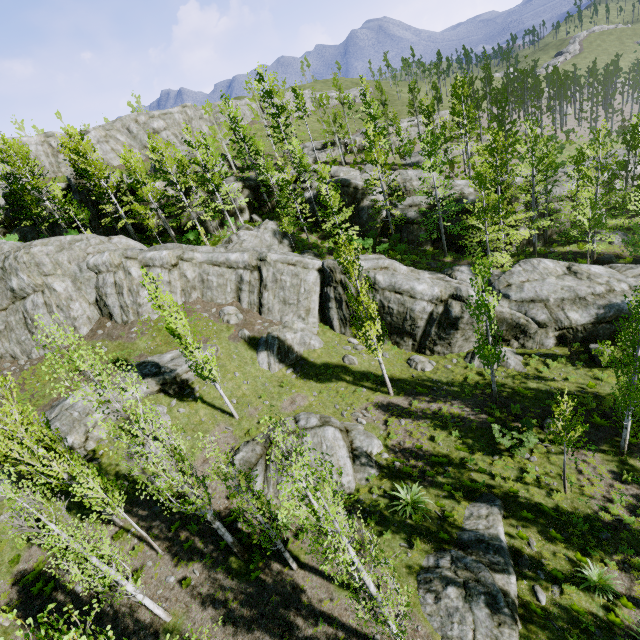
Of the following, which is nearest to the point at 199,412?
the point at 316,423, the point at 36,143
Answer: the point at 316,423

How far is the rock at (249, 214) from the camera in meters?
35.4

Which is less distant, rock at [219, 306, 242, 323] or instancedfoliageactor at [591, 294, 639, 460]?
instancedfoliageactor at [591, 294, 639, 460]

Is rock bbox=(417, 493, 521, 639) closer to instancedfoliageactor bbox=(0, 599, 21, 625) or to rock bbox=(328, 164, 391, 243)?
instancedfoliageactor bbox=(0, 599, 21, 625)

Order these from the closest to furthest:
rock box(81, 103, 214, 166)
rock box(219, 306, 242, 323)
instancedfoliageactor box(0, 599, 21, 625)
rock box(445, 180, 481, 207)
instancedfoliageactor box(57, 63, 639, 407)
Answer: instancedfoliageactor box(0, 599, 21, 625)
instancedfoliageactor box(57, 63, 639, 407)
rock box(219, 306, 242, 323)
rock box(445, 180, 481, 207)
rock box(81, 103, 214, 166)

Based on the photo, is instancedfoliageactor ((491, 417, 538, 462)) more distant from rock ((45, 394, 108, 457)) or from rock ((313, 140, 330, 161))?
rock ((313, 140, 330, 161))

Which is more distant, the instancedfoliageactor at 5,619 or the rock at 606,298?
the rock at 606,298
